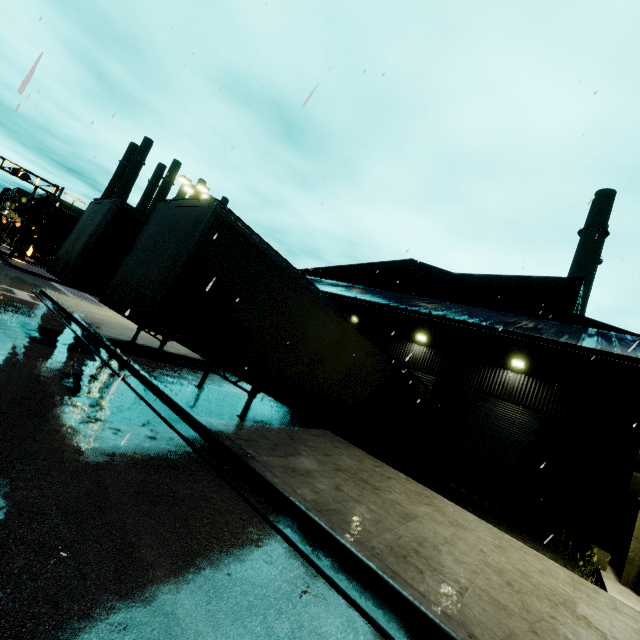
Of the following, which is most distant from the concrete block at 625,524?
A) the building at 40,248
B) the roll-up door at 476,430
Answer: the roll-up door at 476,430

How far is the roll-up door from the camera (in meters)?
14.77

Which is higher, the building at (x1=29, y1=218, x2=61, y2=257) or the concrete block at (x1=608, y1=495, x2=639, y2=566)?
the building at (x1=29, y1=218, x2=61, y2=257)

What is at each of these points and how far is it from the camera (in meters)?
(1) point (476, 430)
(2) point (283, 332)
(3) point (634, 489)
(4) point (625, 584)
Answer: (1) roll-up door, 16.08
(2) semi trailer, 8.48
(3) door, 16.39
(4) building, 7.84

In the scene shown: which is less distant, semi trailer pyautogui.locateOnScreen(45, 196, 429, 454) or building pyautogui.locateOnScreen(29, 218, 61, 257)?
semi trailer pyautogui.locateOnScreen(45, 196, 429, 454)

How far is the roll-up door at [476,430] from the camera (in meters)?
14.77

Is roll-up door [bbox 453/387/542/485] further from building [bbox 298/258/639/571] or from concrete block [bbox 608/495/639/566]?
concrete block [bbox 608/495/639/566]

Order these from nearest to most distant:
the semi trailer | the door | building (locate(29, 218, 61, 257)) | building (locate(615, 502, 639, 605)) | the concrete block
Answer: the semi trailer, building (locate(615, 502, 639, 605)), the concrete block, the door, building (locate(29, 218, 61, 257))
